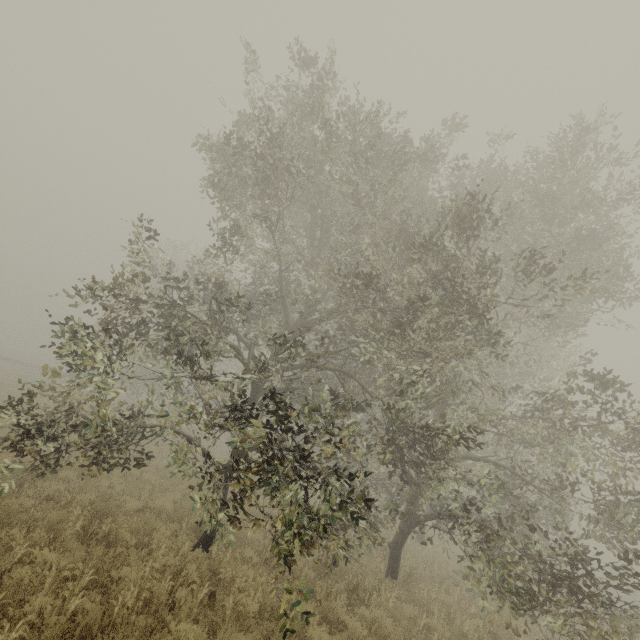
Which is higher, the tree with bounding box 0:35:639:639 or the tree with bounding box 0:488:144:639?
the tree with bounding box 0:35:639:639

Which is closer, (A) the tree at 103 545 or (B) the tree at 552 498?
(A) the tree at 103 545

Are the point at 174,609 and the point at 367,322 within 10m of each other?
yes

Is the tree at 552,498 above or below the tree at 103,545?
above

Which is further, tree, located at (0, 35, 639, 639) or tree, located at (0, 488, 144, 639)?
tree, located at (0, 35, 639, 639)
